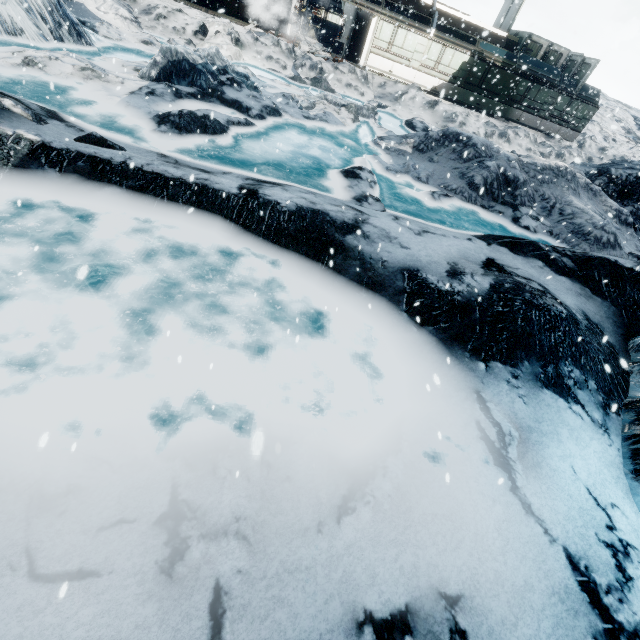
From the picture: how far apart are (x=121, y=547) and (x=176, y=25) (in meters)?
23.00
